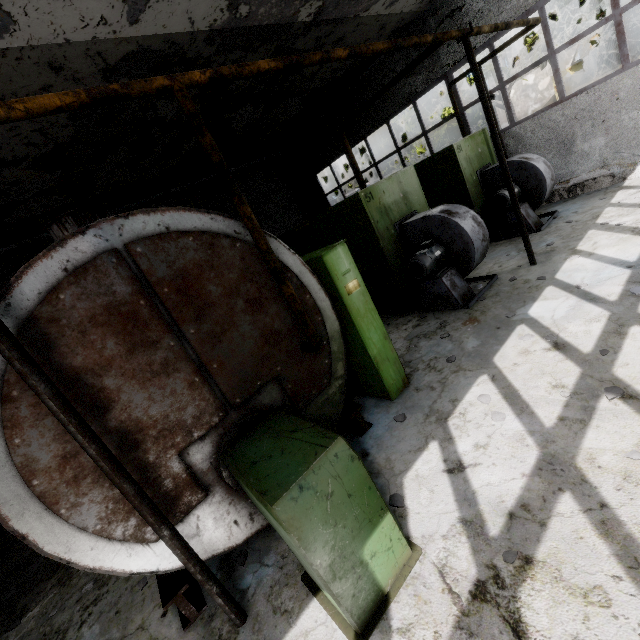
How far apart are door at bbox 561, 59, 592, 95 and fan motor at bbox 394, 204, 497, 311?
26.1m

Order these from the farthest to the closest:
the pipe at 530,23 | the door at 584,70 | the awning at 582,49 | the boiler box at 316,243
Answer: the door at 584,70 < the awning at 582,49 < the boiler box at 316,243 < the pipe at 530,23

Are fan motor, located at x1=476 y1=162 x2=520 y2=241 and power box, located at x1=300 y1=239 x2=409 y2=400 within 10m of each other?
yes

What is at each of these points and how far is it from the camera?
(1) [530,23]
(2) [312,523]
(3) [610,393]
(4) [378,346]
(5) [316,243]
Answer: (1) pipe, 7.0m
(2) boiler tank, 2.2m
(3) concrete debris, 3.2m
(4) power box, 4.7m
(5) boiler box, 8.5m

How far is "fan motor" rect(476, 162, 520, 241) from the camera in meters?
8.4

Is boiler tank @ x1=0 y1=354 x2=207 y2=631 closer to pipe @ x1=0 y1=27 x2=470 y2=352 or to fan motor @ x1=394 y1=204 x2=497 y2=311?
fan motor @ x1=394 y1=204 x2=497 y2=311

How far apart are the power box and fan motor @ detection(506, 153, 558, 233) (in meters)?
6.08

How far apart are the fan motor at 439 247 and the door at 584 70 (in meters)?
26.13
